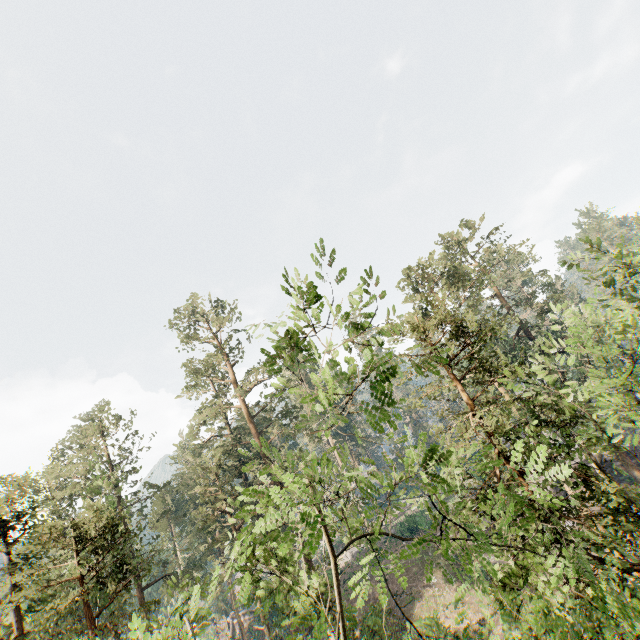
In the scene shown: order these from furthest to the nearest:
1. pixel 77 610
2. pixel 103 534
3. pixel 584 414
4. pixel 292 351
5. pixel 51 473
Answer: pixel 51 473 < pixel 77 610 < pixel 584 414 < pixel 103 534 < pixel 292 351
